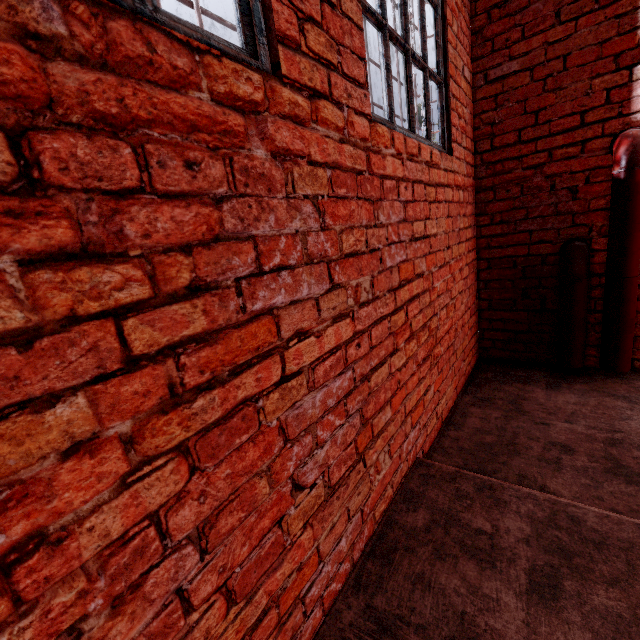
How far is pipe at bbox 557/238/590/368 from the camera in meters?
2.7

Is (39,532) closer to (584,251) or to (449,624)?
(449,624)

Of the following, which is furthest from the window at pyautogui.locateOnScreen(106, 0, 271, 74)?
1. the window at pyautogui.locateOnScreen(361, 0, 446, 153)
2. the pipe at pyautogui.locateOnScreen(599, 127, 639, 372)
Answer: the pipe at pyautogui.locateOnScreen(599, 127, 639, 372)

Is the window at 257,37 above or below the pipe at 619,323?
above

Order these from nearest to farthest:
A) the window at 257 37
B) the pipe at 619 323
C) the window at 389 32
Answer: the window at 257 37 → the window at 389 32 → the pipe at 619 323

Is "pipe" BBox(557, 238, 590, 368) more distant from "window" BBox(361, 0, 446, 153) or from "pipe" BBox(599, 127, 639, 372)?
"window" BBox(361, 0, 446, 153)

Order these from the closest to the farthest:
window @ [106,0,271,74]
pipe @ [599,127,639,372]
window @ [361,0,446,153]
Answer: window @ [106,0,271,74] → window @ [361,0,446,153] → pipe @ [599,127,639,372]
